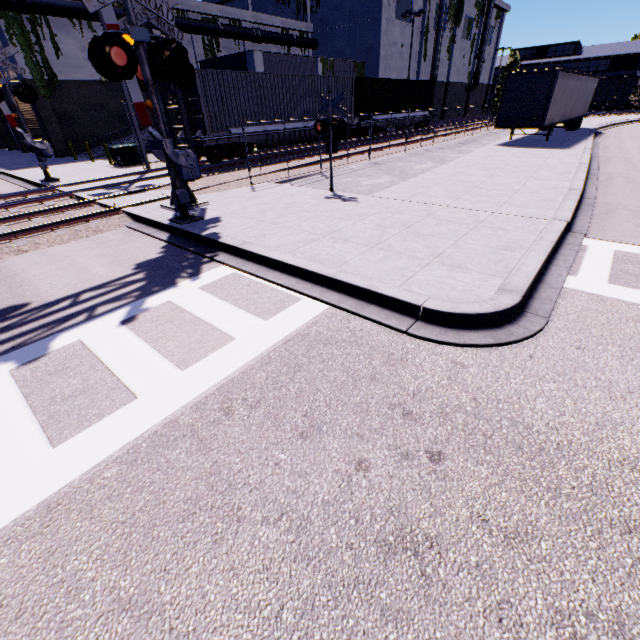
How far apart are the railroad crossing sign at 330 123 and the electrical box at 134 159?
14.0m

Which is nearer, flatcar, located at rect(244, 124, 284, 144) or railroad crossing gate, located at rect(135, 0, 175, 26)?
railroad crossing gate, located at rect(135, 0, 175, 26)

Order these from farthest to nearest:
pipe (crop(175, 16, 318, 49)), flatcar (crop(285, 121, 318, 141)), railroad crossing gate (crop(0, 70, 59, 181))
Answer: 1. pipe (crop(175, 16, 318, 49))
2. flatcar (crop(285, 121, 318, 141))
3. railroad crossing gate (crop(0, 70, 59, 181))

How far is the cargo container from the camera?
15.5 meters

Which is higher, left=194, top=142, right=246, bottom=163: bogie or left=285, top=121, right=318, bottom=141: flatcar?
left=285, top=121, right=318, bottom=141: flatcar

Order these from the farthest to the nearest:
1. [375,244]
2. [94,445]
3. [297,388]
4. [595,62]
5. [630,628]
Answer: [595,62] → [375,244] → [297,388] → [94,445] → [630,628]

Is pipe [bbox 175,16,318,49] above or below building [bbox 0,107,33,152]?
above

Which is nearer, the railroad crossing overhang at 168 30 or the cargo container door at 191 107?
the railroad crossing overhang at 168 30
